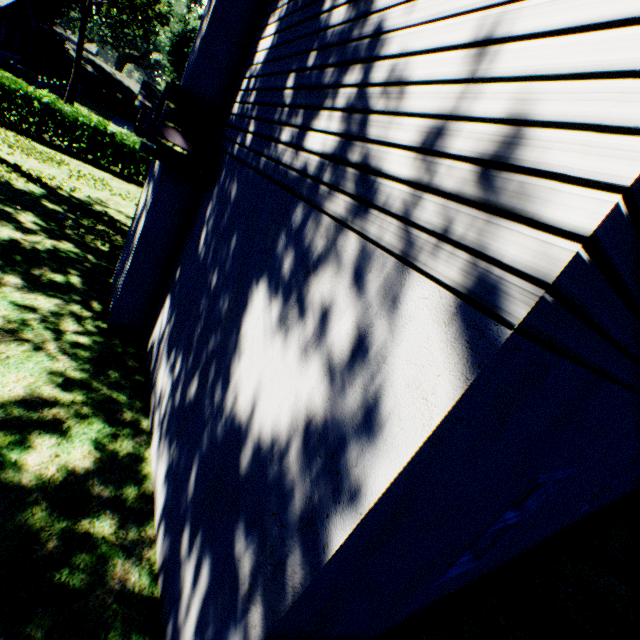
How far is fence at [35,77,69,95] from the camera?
25.0 meters

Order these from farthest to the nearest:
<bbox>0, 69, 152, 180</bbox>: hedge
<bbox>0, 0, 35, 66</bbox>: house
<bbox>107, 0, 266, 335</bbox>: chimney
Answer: <bbox>0, 0, 35, 66</bbox>: house
<bbox>0, 69, 152, 180</bbox>: hedge
<bbox>107, 0, 266, 335</bbox>: chimney

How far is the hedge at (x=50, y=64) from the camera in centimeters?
4228cm

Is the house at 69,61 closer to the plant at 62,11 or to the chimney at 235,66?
the plant at 62,11

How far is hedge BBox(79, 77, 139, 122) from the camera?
47.3 meters

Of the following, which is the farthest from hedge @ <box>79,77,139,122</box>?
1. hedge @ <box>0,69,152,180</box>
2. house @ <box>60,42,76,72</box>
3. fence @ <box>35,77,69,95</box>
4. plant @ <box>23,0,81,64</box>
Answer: hedge @ <box>0,69,152,180</box>

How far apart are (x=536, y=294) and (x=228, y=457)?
2.3m

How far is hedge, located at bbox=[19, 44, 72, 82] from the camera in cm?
4228
